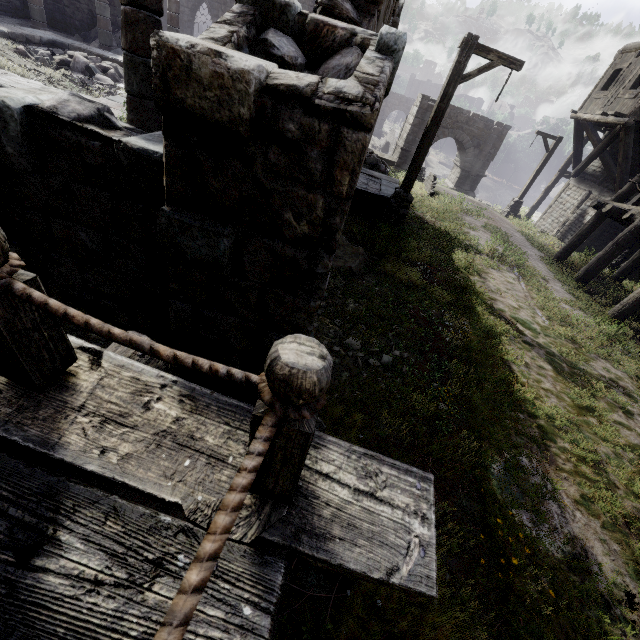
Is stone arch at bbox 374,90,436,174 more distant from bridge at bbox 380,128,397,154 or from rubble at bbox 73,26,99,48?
rubble at bbox 73,26,99,48

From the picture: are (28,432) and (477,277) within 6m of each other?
no

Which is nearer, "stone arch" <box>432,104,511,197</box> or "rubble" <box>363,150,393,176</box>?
"rubble" <box>363,150,393,176</box>

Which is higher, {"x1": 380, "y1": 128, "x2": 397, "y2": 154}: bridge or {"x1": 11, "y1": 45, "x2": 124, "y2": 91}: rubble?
{"x1": 11, "y1": 45, "x2": 124, "y2": 91}: rubble

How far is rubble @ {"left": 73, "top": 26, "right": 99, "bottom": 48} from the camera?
16.12m

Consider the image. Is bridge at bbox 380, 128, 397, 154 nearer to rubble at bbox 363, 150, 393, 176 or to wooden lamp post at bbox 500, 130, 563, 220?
rubble at bbox 363, 150, 393, 176

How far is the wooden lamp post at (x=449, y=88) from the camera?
7.36m

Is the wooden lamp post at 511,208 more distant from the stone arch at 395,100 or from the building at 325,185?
the stone arch at 395,100
